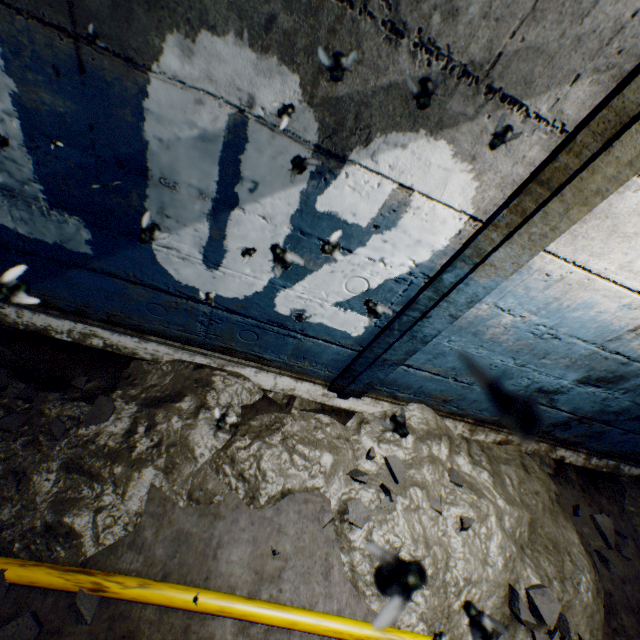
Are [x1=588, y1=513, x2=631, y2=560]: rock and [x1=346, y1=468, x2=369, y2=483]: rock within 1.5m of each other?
no

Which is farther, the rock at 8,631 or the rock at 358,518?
the rock at 358,518

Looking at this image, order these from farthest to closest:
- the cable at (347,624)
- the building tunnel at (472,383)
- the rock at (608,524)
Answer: the rock at (608,524) < the cable at (347,624) < the building tunnel at (472,383)

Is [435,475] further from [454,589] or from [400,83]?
[400,83]

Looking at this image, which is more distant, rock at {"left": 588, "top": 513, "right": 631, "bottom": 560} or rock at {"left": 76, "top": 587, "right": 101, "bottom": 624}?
rock at {"left": 588, "top": 513, "right": 631, "bottom": 560}

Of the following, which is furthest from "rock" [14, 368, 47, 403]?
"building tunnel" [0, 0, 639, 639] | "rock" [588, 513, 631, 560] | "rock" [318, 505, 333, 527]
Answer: "rock" [588, 513, 631, 560]

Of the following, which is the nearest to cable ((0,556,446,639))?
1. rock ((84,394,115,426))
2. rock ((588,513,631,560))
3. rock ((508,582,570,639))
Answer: rock ((508,582,570,639))

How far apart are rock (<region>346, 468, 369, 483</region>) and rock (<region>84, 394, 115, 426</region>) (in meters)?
1.41
